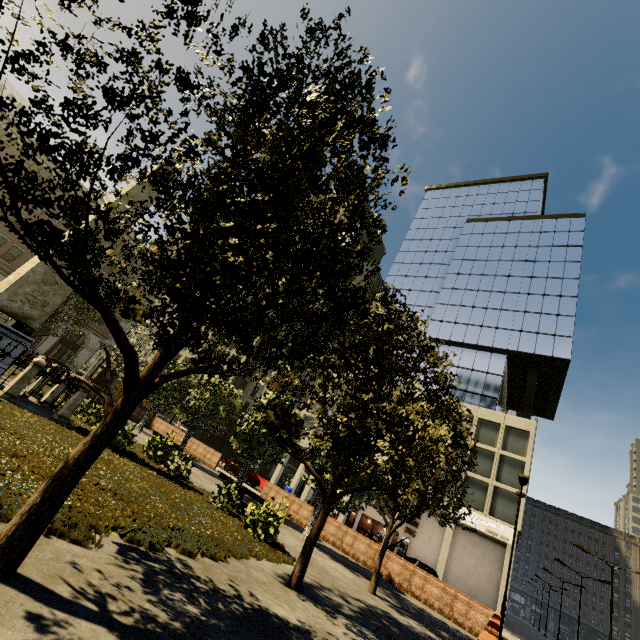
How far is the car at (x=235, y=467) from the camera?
30.37m

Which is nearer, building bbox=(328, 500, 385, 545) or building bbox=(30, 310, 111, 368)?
building bbox=(328, 500, 385, 545)

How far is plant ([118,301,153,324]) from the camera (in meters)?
5.50

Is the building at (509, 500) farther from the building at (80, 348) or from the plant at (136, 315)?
the plant at (136, 315)

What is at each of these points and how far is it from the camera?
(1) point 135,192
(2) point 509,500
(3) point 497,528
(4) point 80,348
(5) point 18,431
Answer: (1) obelisk, 13.7 meters
(2) building, 28.8 meters
(3) sign, 27.7 meters
(4) building, 43.0 meters
(5) plant, 7.0 meters

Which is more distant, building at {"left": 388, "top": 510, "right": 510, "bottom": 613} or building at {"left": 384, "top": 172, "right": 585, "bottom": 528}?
building at {"left": 384, "top": 172, "right": 585, "bottom": 528}

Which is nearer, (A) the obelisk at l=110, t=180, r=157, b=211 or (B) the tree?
(B) the tree

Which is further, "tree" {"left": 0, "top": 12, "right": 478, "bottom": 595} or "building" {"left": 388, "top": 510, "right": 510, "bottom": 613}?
"building" {"left": 388, "top": 510, "right": 510, "bottom": 613}
